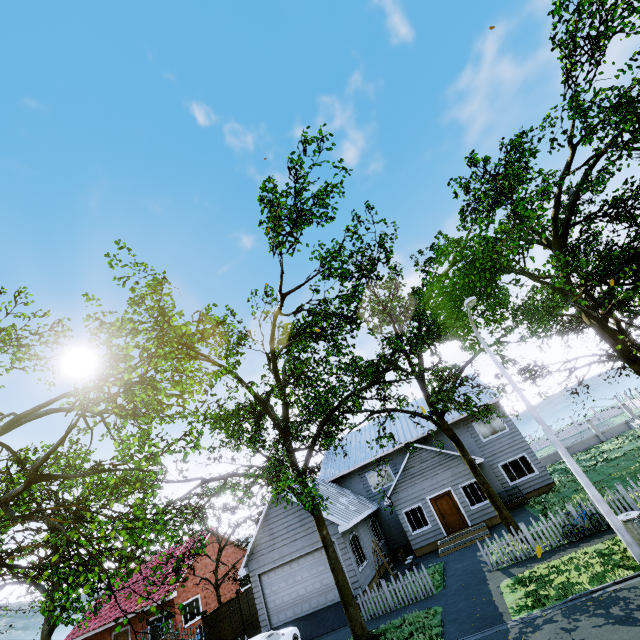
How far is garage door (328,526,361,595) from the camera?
16.15m

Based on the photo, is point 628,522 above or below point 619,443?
above

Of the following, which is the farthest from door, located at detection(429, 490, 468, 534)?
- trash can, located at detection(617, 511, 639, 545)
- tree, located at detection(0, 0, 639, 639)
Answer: trash can, located at detection(617, 511, 639, 545)

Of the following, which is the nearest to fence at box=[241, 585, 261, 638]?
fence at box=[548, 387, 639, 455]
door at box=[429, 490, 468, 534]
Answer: fence at box=[548, 387, 639, 455]

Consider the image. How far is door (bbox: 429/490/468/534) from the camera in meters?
19.6 m

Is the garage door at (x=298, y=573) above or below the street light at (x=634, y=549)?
above

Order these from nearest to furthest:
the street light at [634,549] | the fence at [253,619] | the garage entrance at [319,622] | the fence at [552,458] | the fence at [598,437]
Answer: the street light at [634,549] → the garage entrance at [319,622] → the fence at [253,619] → the fence at [598,437] → the fence at [552,458]
